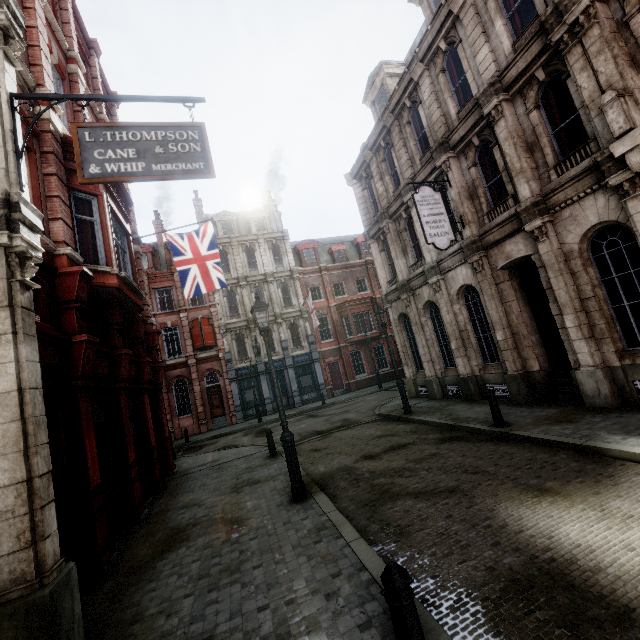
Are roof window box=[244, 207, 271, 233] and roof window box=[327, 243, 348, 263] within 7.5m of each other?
yes

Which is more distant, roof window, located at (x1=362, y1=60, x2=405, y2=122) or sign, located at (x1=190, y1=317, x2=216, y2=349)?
sign, located at (x1=190, y1=317, x2=216, y2=349)

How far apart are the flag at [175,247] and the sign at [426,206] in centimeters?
756cm

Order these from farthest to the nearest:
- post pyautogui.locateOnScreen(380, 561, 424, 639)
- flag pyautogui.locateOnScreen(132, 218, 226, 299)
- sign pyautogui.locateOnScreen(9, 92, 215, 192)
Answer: flag pyautogui.locateOnScreen(132, 218, 226, 299) → sign pyautogui.locateOnScreen(9, 92, 215, 192) → post pyautogui.locateOnScreen(380, 561, 424, 639)

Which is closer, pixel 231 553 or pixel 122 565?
pixel 231 553

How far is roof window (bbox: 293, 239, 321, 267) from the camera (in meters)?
32.47

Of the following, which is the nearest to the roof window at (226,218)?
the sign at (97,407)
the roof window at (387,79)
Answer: the roof window at (387,79)

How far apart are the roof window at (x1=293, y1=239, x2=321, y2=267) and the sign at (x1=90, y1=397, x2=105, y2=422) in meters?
25.2 m
